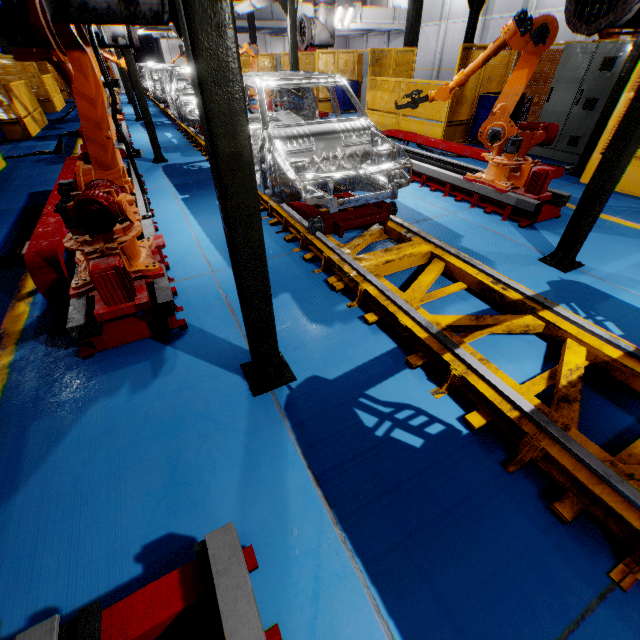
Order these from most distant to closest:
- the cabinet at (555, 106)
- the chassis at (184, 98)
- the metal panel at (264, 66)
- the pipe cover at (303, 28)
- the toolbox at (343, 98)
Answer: the metal panel at (264, 66)
the toolbox at (343, 98)
the chassis at (184, 98)
the pipe cover at (303, 28)
the cabinet at (555, 106)

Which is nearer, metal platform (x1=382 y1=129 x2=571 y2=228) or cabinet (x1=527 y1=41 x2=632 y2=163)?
metal platform (x1=382 y1=129 x2=571 y2=228)

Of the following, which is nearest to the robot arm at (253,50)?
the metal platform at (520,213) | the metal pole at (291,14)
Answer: the metal pole at (291,14)

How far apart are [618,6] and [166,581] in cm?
532

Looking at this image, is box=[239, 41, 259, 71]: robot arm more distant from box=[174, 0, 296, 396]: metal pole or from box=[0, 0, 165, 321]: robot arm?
box=[174, 0, 296, 396]: metal pole

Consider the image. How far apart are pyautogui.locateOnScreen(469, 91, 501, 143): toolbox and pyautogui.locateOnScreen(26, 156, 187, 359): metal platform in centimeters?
875cm

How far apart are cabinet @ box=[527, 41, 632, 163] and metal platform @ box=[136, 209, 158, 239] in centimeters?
914cm
